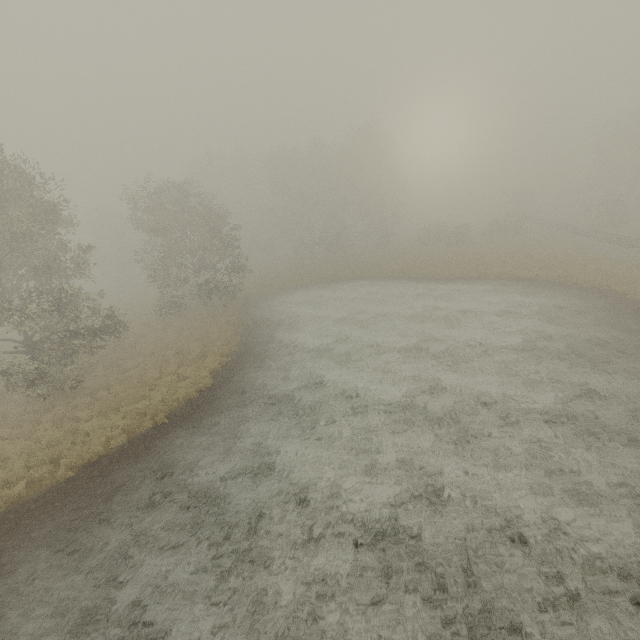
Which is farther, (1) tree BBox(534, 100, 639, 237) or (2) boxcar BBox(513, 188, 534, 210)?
(2) boxcar BBox(513, 188, 534, 210)

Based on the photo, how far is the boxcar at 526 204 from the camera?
58.9 meters

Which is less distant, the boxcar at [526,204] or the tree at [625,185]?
the tree at [625,185]

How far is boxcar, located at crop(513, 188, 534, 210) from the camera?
58.9m

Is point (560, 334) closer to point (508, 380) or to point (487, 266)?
point (508, 380)
